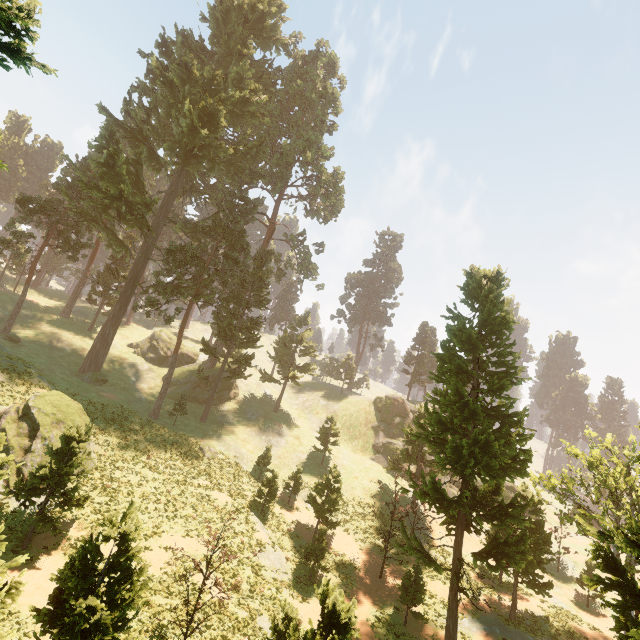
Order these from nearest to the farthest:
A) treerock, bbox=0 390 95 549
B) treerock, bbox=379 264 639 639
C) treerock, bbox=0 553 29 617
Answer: treerock, bbox=0 553 29 617 → treerock, bbox=379 264 639 639 → treerock, bbox=0 390 95 549

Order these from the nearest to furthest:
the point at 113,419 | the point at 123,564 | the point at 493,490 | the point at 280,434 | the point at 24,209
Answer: the point at 123,564 < the point at 493,490 < the point at 113,419 < the point at 24,209 < the point at 280,434

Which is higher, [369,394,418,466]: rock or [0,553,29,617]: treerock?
[369,394,418,466]: rock

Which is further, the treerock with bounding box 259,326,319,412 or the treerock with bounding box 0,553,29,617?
the treerock with bounding box 259,326,319,412

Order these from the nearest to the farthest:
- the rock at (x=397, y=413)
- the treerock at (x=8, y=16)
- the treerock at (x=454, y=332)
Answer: the treerock at (x=8, y=16)
the treerock at (x=454, y=332)
the rock at (x=397, y=413)

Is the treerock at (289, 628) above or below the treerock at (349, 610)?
below

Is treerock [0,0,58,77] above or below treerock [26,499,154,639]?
above
